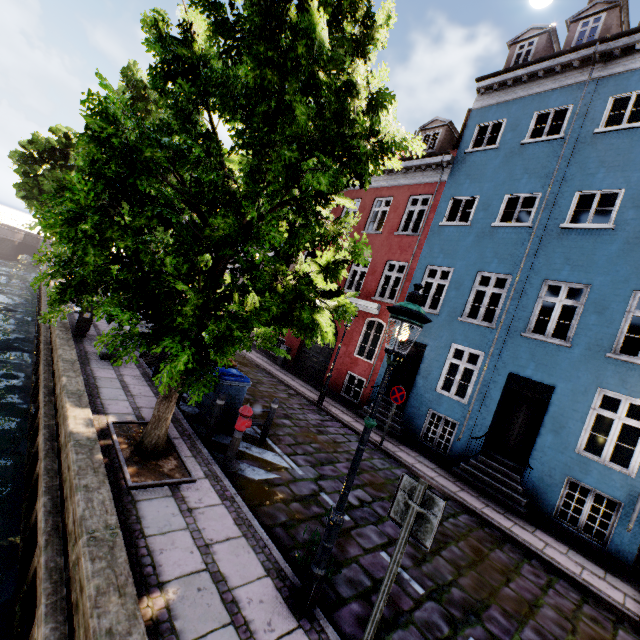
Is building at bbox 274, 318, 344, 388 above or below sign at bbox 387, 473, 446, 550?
below

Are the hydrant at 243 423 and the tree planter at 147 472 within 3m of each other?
yes

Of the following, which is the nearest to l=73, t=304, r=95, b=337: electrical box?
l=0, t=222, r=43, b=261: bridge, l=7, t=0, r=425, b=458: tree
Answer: l=7, t=0, r=425, b=458: tree

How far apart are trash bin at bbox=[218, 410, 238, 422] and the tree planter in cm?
98

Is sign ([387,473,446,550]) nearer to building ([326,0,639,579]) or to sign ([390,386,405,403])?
sign ([390,386,405,403])

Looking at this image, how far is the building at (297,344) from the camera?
15.0m

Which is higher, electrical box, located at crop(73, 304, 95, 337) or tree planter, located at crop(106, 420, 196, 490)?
→ electrical box, located at crop(73, 304, 95, 337)

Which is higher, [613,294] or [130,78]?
[130,78]
